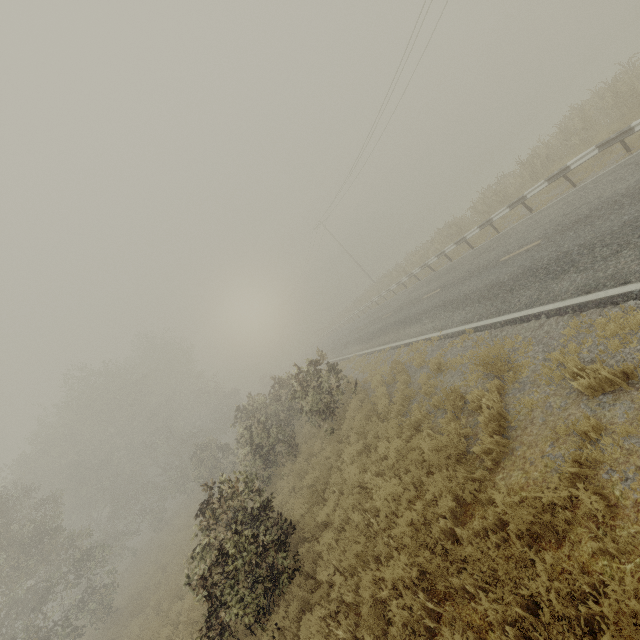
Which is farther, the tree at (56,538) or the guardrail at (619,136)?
the guardrail at (619,136)

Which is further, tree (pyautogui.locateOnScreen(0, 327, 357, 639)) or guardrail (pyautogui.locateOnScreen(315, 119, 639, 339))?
guardrail (pyautogui.locateOnScreen(315, 119, 639, 339))

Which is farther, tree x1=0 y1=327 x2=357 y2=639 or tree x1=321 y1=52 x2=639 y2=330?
tree x1=321 y1=52 x2=639 y2=330

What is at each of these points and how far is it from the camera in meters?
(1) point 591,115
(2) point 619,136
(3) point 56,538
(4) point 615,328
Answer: (1) tree, 14.7 m
(2) guardrail, 10.5 m
(3) tree, 15.6 m
(4) tree, 5.3 m

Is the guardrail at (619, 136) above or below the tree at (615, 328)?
above

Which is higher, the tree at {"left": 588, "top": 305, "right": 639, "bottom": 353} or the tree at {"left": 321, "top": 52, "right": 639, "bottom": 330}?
the tree at {"left": 321, "top": 52, "right": 639, "bottom": 330}

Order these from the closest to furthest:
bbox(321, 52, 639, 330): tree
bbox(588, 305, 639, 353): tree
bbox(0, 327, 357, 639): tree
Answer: bbox(588, 305, 639, 353): tree → bbox(0, 327, 357, 639): tree → bbox(321, 52, 639, 330): tree

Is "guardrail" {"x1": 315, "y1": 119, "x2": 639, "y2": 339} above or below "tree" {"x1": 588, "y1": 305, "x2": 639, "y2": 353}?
above
